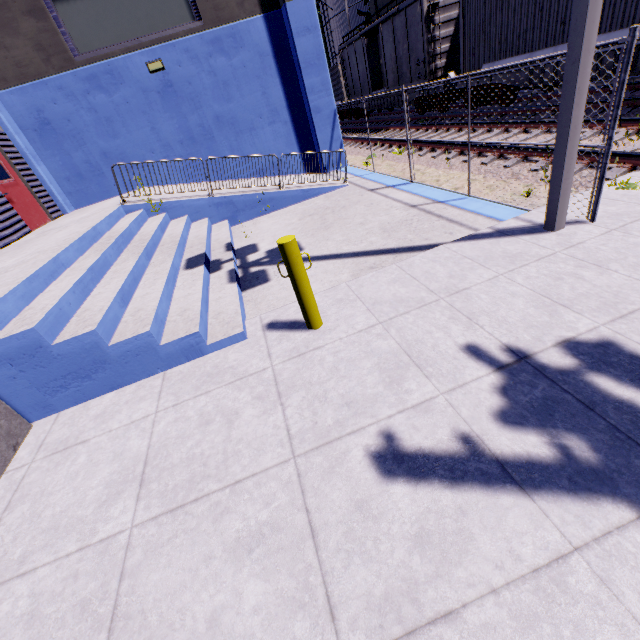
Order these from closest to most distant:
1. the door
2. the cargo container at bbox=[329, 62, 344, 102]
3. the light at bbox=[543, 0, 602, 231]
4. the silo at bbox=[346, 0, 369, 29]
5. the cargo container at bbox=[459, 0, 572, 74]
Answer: the light at bbox=[543, 0, 602, 231] → the door → the cargo container at bbox=[459, 0, 572, 74] → the cargo container at bbox=[329, 62, 344, 102] → the silo at bbox=[346, 0, 369, 29]

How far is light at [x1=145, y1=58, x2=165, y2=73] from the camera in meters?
9.7

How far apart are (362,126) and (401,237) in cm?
1764

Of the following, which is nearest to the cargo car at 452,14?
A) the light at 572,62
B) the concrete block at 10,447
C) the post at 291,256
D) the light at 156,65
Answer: the light at 156,65

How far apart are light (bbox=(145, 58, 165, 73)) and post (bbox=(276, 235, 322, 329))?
10.3 meters

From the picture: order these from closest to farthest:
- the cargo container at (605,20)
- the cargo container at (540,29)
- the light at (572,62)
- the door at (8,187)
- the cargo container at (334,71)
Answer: the light at (572,62) → the cargo container at (605,20) → the door at (8,187) → the cargo container at (540,29) → the cargo container at (334,71)

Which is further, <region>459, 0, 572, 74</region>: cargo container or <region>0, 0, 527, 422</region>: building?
<region>459, 0, 572, 74</region>: cargo container

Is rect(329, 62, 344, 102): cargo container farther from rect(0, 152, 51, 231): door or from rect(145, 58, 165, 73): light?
rect(0, 152, 51, 231): door
